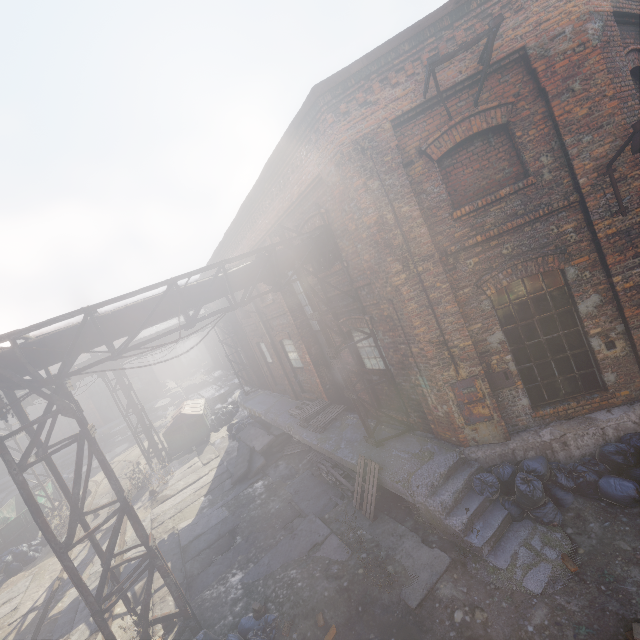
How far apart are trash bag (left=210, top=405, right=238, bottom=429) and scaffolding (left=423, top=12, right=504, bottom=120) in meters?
18.1

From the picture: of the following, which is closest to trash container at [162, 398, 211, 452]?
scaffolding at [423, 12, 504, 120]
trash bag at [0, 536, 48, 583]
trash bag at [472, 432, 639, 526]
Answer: trash bag at [0, 536, 48, 583]

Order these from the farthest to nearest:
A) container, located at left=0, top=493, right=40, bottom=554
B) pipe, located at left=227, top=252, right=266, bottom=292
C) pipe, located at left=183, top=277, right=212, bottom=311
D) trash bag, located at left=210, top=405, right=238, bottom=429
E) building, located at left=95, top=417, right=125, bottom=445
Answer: building, located at left=95, top=417, right=125, bottom=445, trash bag, located at left=210, top=405, right=238, bottom=429, container, located at left=0, top=493, right=40, bottom=554, pipe, located at left=227, top=252, right=266, bottom=292, pipe, located at left=183, top=277, right=212, bottom=311

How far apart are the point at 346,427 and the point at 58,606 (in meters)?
9.34

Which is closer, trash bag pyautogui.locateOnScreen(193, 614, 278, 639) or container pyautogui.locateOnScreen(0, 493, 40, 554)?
trash bag pyautogui.locateOnScreen(193, 614, 278, 639)

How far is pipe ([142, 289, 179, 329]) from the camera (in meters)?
6.05

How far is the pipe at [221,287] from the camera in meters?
6.6 m

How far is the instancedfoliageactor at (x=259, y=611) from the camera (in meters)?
5.65
